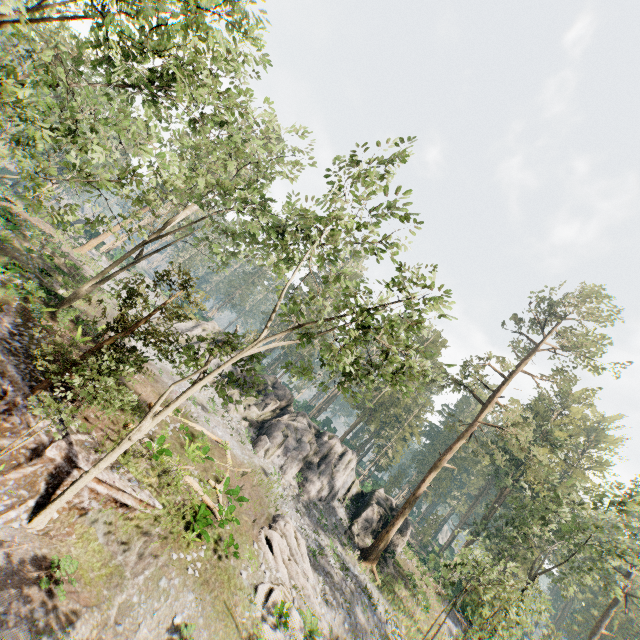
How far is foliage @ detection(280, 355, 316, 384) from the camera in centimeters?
1405cm

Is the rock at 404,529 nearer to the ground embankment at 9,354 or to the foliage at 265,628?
the foliage at 265,628

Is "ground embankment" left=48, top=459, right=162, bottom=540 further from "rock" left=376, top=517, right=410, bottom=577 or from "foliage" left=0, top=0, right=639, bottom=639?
"rock" left=376, top=517, right=410, bottom=577

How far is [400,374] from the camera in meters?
16.4 m

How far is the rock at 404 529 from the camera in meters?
27.4

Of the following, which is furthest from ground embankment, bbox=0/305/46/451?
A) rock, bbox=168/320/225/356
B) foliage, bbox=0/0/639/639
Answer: rock, bbox=168/320/225/356

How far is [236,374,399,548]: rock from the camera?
28.4m
